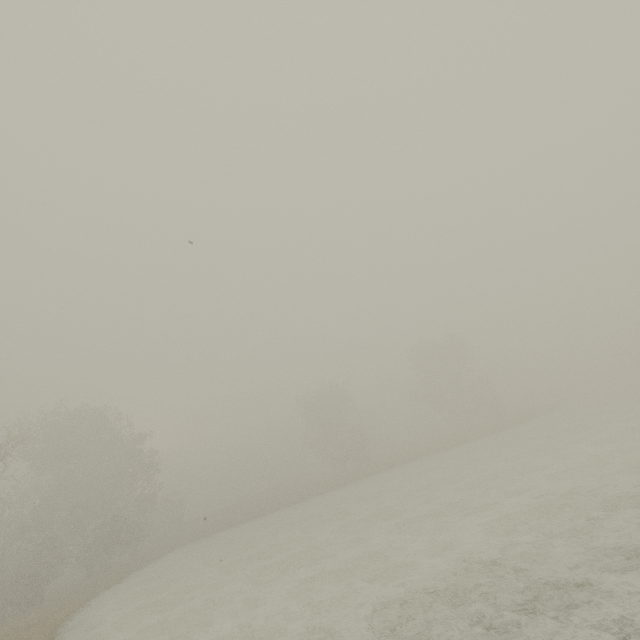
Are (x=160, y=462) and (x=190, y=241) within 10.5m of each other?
no
